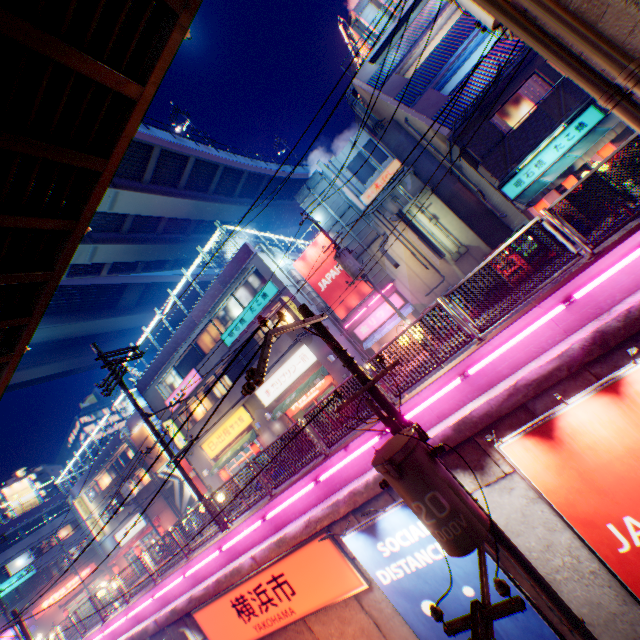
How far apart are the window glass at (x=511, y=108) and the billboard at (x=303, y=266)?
9.9 meters

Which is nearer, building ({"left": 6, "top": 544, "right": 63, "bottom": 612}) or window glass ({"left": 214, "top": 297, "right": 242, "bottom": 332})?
window glass ({"left": 214, "top": 297, "right": 242, "bottom": 332})

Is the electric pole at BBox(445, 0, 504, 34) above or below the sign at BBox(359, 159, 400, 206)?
below

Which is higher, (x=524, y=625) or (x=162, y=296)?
(x=162, y=296)

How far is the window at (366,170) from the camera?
18.97m

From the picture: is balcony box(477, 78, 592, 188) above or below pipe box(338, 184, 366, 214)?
below

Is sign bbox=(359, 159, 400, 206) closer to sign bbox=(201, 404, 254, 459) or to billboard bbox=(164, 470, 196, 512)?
sign bbox=(201, 404, 254, 459)

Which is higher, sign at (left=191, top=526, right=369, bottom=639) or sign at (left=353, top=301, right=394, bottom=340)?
sign at (left=353, top=301, right=394, bottom=340)
